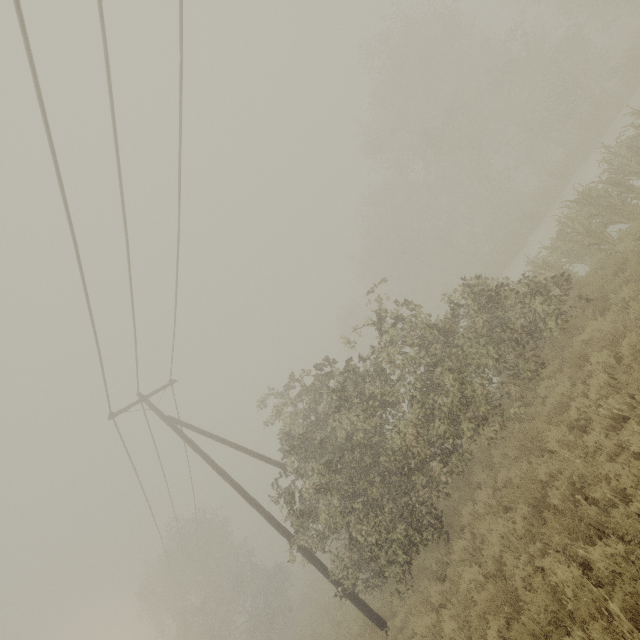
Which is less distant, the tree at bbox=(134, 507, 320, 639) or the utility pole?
the utility pole

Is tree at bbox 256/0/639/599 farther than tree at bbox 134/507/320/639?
No

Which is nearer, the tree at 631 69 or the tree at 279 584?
the tree at 631 69

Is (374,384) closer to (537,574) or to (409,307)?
(409,307)

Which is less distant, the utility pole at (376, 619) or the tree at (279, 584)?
the utility pole at (376, 619)

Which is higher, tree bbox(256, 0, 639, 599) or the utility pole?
tree bbox(256, 0, 639, 599)
